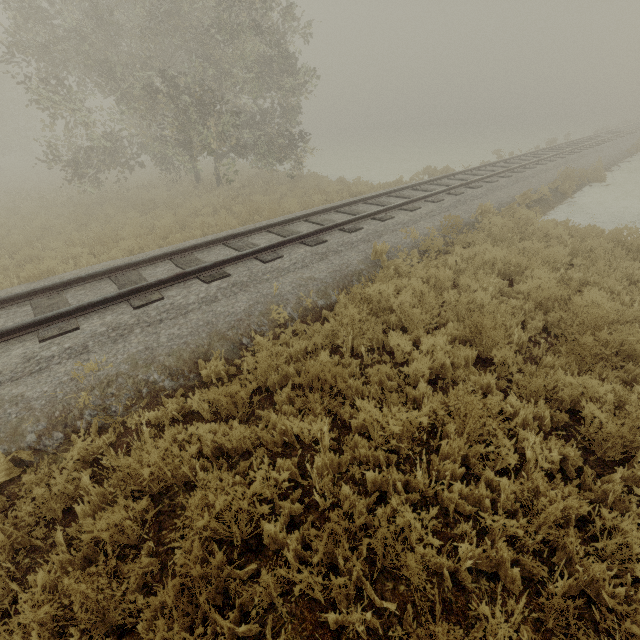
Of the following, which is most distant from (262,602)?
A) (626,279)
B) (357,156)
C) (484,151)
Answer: (484,151)
